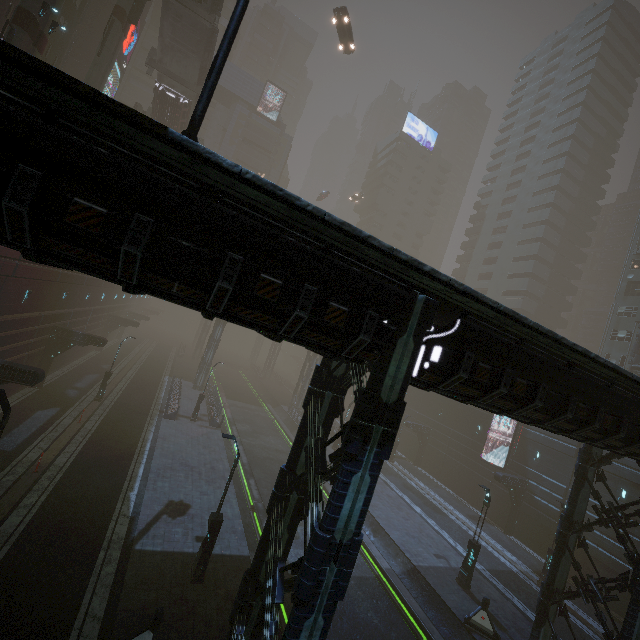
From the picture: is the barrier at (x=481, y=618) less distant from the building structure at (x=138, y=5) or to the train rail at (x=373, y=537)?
the train rail at (x=373, y=537)

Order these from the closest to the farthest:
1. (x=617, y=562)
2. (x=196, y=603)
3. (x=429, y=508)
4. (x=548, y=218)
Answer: (x=196, y=603), (x=617, y=562), (x=429, y=508), (x=548, y=218)

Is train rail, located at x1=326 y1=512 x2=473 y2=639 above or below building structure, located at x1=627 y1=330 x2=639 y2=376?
below

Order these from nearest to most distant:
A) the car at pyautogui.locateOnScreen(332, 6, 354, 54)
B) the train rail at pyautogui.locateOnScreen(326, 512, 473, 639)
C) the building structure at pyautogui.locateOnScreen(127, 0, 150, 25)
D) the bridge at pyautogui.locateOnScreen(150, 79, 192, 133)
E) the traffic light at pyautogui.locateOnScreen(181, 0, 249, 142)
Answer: the traffic light at pyautogui.locateOnScreen(181, 0, 249, 142), the train rail at pyautogui.locateOnScreen(326, 512, 473, 639), the building structure at pyautogui.locateOnScreen(127, 0, 150, 25), the car at pyautogui.locateOnScreen(332, 6, 354, 54), the bridge at pyautogui.locateOnScreen(150, 79, 192, 133)

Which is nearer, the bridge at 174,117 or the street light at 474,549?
the street light at 474,549

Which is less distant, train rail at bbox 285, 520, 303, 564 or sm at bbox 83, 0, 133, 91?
train rail at bbox 285, 520, 303, 564

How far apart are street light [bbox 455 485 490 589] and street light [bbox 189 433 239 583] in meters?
14.0 m

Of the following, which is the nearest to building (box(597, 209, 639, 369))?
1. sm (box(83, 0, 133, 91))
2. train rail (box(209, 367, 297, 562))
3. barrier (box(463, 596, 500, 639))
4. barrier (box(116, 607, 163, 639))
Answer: train rail (box(209, 367, 297, 562))
